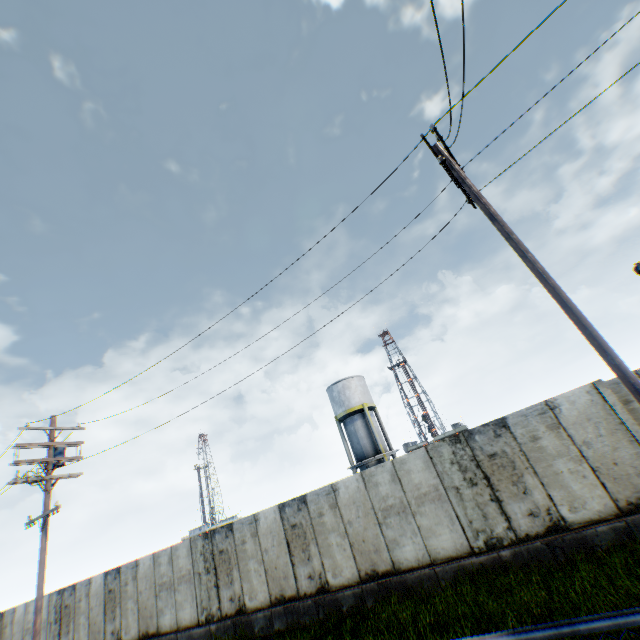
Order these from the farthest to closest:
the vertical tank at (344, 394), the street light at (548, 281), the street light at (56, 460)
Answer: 1. the vertical tank at (344, 394)
2. the street light at (56, 460)
3. the street light at (548, 281)

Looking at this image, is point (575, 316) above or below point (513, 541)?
above

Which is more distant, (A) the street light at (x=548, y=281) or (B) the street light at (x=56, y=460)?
(B) the street light at (x=56, y=460)

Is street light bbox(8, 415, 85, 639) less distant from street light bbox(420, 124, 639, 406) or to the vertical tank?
street light bbox(420, 124, 639, 406)

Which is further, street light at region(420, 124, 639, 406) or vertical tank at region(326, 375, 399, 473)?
vertical tank at region(326, 375, 399, 473)

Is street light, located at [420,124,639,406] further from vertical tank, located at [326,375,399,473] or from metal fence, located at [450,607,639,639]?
vertical tank, located at [326,375,399,473]

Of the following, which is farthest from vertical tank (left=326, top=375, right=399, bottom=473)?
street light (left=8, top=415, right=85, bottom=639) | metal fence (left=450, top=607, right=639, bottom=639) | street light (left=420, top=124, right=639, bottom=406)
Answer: metal fence (left=450, top=607, right=639, bottom=639)

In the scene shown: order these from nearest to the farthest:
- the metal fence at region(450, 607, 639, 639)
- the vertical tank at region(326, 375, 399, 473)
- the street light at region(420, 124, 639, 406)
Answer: the metal fence at region(450, 607, 639, 639) < the street light at region(420, 124, 639, 406) < the vertical tank at region(326, 375, 399, 473)
